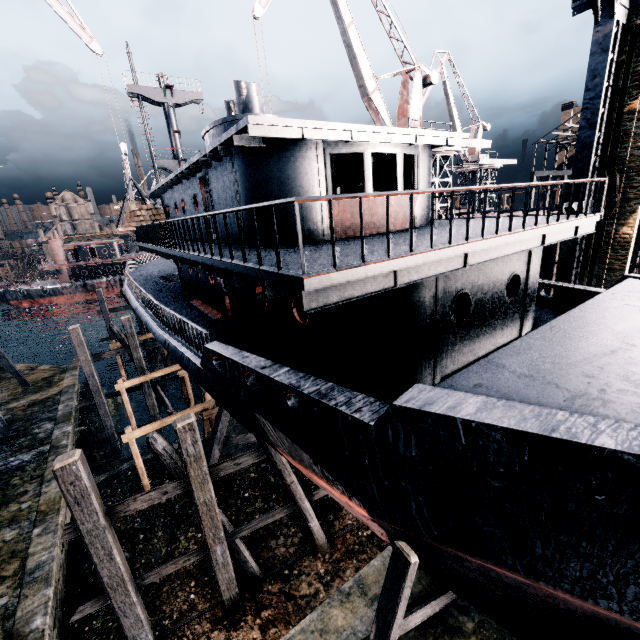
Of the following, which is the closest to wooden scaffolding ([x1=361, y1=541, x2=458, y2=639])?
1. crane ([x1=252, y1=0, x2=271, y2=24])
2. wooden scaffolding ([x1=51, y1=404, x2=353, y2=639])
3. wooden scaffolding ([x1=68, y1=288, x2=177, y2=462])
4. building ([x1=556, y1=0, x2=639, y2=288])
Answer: wooden scaffolding ([x1=51, y1=404, x2=353, y2=639])

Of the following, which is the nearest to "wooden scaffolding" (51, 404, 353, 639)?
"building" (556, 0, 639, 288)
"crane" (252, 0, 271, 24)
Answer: "crane" (252, 0, 271, 24)

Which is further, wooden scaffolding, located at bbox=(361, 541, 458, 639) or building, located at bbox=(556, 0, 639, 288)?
building, located at bbox=(556, 0, 639, 288)

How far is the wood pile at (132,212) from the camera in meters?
20.1

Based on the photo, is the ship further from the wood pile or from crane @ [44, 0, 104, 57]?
crane @ [44, 0, 104, 57]

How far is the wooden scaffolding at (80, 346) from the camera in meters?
19.4

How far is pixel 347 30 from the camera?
21.0 meters

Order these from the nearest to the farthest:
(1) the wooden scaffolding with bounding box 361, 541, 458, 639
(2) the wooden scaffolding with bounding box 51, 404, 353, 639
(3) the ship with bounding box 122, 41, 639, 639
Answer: (3) the ship with bounding box 122, 41, 639, 639 → (1) the wooden scaffolding with bounding box 361, 541, 458, 639 → (2) the wooden scaffolding with bounding box 51, 404, 353, 639
